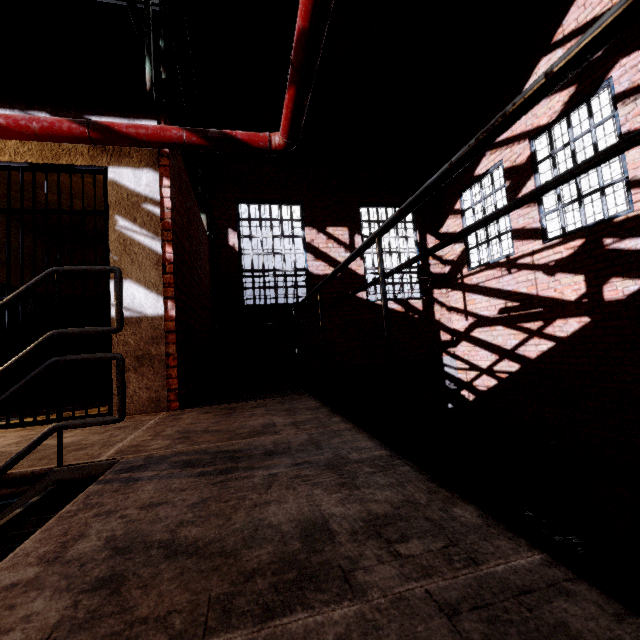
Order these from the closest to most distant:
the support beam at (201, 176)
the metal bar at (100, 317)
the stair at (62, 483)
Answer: the stair at (62, 483)
the metal bar at (100, 317)
the support beam at (201, 176)

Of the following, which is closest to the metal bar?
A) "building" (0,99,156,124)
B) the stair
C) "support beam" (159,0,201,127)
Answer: "building" (0,99,156,124)

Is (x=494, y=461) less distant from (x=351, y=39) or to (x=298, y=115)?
(x=298, y=115)

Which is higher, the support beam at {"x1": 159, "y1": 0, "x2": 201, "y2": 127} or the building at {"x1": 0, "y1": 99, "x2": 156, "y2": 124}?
the support beam at {"x1": 159, "y1": 0, "x2": 201, "y2": 127}

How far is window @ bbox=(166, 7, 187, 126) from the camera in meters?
5.6

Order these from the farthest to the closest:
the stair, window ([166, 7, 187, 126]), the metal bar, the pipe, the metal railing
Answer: window ([166, 7, 187, 126]) < the metal bar < the pipe < the stair < the metal railing

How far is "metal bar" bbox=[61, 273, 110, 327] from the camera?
2.9m

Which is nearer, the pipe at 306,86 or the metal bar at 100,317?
the pipe at 306,86
